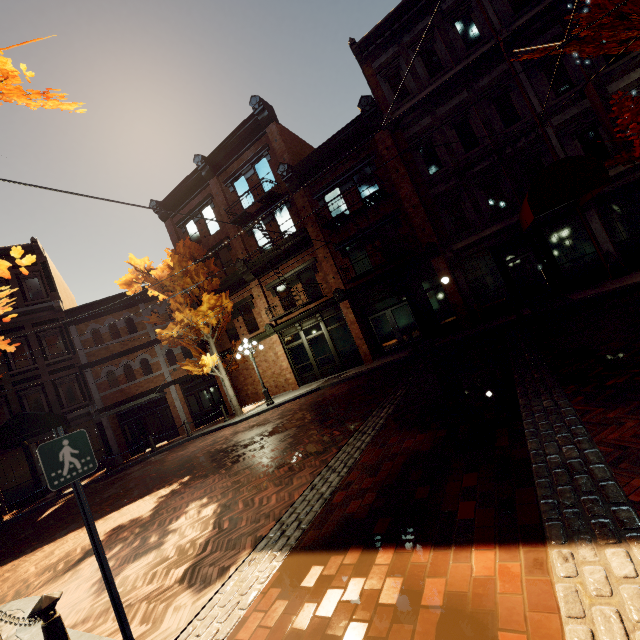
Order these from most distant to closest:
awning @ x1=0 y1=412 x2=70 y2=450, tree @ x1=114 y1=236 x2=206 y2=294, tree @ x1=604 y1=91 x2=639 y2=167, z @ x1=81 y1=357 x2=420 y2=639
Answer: tree @ x1=114 y1=236 x2=206 y2=294
awning @ x1=0 y1=412 x2=70 y2=450
tree @ x1=604 y1=91 x2=639 y2=167
z @ x1=81 y1=357 x2=420 y2=639

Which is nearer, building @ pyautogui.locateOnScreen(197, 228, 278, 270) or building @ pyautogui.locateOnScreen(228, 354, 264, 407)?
building @ pyautogui.locateOnScreen(197, 228, 278, 270)

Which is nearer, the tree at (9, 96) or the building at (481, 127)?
the tree at (9, 96)

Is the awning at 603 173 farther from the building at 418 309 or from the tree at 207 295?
the tree at 207 295

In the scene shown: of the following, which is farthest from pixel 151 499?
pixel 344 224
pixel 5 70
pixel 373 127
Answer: pixel 373 127

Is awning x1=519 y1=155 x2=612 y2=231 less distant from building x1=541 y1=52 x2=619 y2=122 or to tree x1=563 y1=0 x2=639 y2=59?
building x1=541 y1=52 x2=619 y2=122

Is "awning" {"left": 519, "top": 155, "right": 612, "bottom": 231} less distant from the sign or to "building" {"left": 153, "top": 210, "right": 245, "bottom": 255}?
"building" {"left": 153, "top": 210, "right": 245, "bottom": 255}

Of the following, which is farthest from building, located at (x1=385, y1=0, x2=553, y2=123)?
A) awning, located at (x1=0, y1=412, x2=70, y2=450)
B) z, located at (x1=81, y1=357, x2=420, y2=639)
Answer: z, located at (x1=81, y1=357, x2=420, y2=639)
